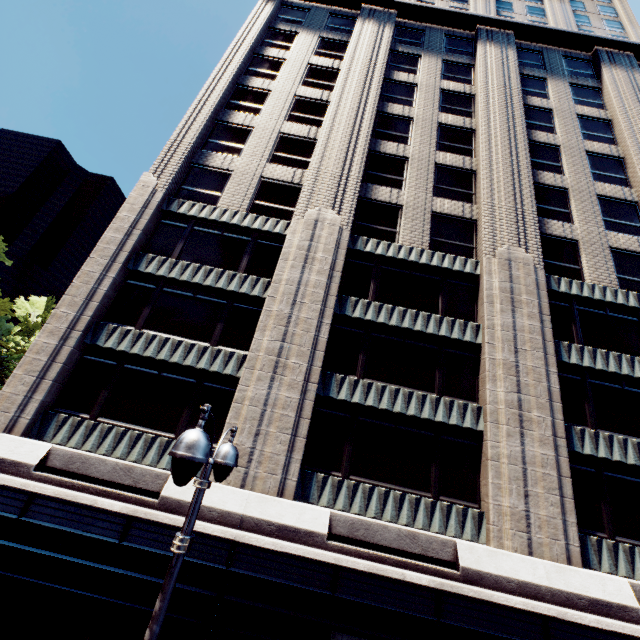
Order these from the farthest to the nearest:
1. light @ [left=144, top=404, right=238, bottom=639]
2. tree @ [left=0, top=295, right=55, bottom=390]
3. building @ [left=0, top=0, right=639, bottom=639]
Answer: tree @ [left=0, top=295, right=55, bottom=390] → building @ [left=0, top=0, right=639, bottom=639] → light @ [left=144, top=404, right=238, bottom=639]

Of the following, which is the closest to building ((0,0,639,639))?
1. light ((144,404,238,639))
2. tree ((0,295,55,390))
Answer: light ((144,404,238,639))

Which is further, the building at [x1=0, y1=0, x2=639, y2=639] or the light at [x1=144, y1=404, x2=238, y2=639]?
the building at [x1=0, y1=0, x2=639, y2=639]

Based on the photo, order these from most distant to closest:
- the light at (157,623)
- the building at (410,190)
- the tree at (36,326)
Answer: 1. the tree at (36,326)
2. the building at (410,190)
3. the light at (157,623)

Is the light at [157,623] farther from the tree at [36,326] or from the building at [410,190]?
the tree at [36,326]

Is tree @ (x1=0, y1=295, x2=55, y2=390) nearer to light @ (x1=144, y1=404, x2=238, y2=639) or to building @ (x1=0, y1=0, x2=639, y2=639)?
building @ (x1=0, y1=0, x2=639, y2=639)

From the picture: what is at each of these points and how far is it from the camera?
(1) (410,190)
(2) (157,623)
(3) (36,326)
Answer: (1) building, 18.8m
(2) light, 3.6m
(3) tree, 53.6m
